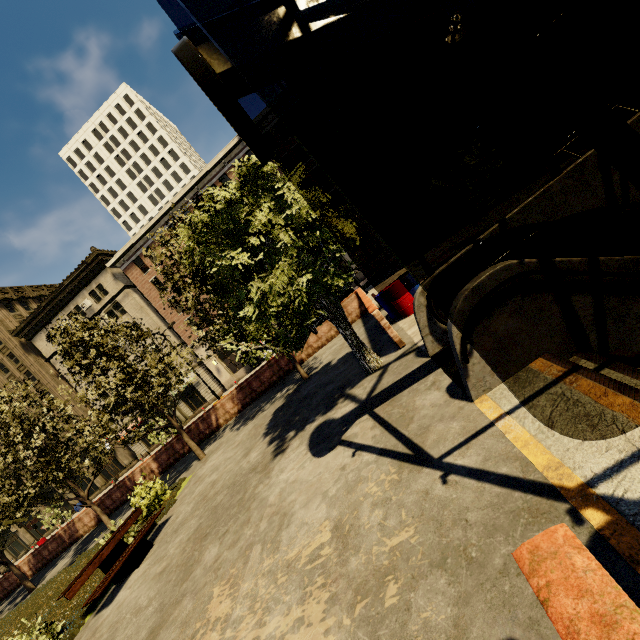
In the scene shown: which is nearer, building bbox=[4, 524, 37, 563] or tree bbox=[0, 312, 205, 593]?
tree bbox=[0, 312, 205, 593]

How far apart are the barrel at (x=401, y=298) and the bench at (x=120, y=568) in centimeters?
938cm

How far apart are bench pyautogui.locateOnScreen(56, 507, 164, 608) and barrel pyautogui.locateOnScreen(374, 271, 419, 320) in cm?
938

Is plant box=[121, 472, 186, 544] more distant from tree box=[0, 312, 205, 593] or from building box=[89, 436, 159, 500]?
building box=[89, 436, 159, 500]

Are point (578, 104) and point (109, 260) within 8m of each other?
no

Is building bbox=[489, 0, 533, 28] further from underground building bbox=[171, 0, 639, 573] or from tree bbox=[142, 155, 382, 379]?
underground building bbox=[171, 0, 639, 573]

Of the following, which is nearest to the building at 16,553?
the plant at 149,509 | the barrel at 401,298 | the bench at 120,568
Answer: the barrel at 401,298
